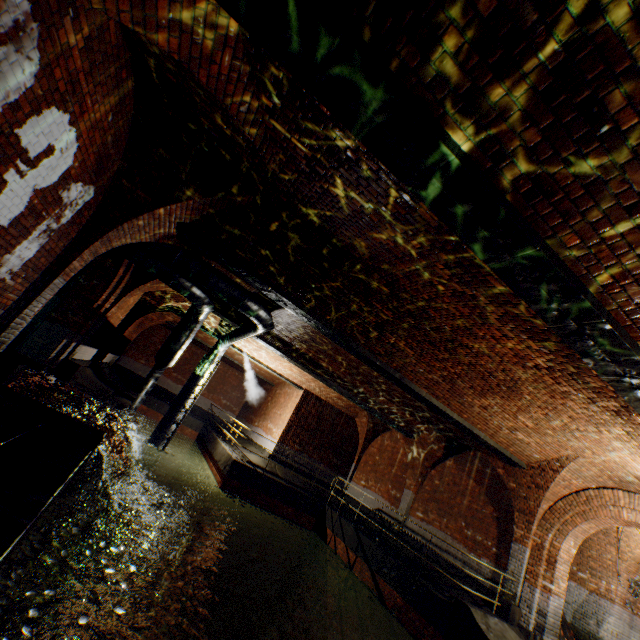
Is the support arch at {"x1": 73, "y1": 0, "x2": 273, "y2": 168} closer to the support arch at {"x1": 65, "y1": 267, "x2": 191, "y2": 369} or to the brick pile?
the support arch at {"x1": 65, "y1": 267, "x2": 191, "y2": 369}

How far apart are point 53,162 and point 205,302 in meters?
5.5 m

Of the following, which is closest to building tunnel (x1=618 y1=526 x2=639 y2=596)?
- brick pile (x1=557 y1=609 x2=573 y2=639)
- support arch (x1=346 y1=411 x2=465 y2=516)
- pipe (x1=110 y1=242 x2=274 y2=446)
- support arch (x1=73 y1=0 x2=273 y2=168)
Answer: brick pile (x1=557 y1=609 x2=573 y2=639)

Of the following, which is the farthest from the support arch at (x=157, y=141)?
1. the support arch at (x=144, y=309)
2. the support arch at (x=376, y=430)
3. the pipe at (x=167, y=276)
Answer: the support arch at (x=144, y=309)

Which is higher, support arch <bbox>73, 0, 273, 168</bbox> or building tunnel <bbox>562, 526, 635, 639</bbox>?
support arch <bbox>73, 0, 273, 168</bbox>

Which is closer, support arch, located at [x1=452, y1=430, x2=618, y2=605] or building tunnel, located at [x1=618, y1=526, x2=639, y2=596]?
support arch, located at [x1=452, y1=430, x2=618, y2=605]

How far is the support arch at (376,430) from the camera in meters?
13.6

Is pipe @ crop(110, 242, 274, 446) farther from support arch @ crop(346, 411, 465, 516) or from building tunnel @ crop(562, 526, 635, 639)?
building tunnel @ crop(562, 526, 635, 639)
